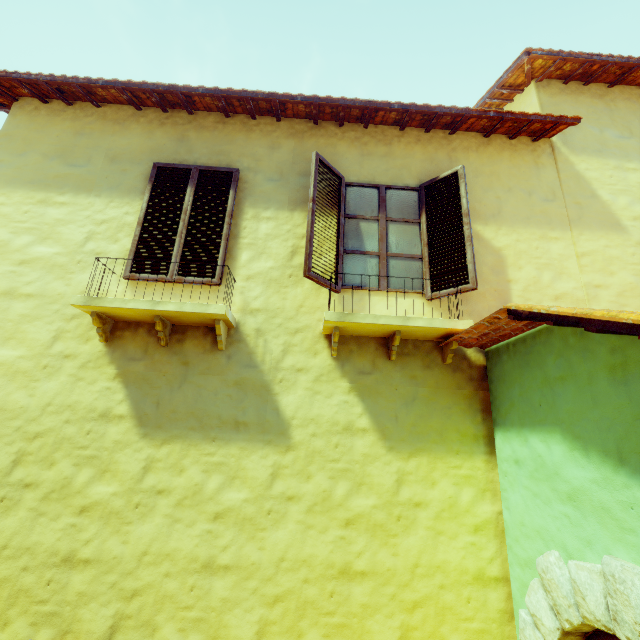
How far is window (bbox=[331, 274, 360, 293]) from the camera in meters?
3.7 m

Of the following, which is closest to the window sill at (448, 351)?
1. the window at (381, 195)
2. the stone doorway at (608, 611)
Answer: the window at (381, 195)

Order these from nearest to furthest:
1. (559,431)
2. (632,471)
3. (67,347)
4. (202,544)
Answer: (632,471) < (559,431) < (202,544) < (67,347)

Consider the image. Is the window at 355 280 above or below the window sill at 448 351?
above

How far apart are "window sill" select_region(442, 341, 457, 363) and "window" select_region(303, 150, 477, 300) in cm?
42

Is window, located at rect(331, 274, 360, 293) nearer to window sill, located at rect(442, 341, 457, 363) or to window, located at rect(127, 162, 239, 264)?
window sill, located at rect(442, 341, 457, 363)

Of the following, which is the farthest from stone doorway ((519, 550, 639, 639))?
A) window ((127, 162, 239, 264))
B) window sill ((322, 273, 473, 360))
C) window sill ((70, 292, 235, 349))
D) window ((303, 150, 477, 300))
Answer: window ((127, 162, 239, 264))

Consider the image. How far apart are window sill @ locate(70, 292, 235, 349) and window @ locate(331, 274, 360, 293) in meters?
0.9 m
